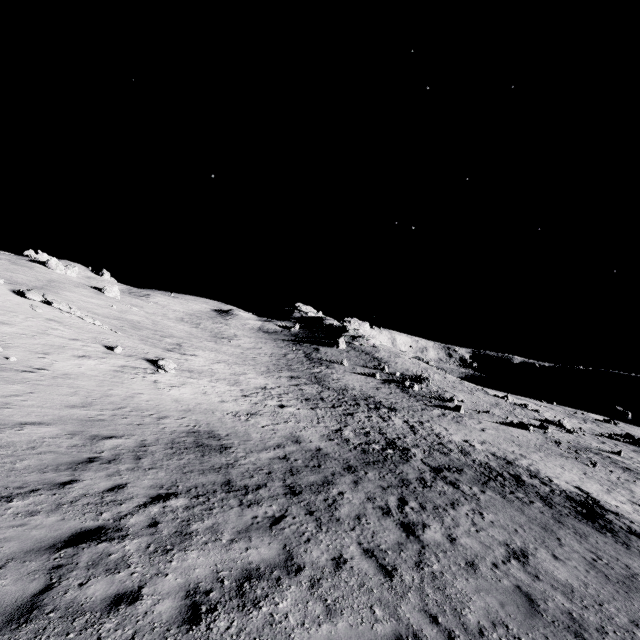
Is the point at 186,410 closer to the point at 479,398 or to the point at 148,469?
the point at 148,469

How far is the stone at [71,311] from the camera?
24.5m

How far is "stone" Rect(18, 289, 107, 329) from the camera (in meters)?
24.53
